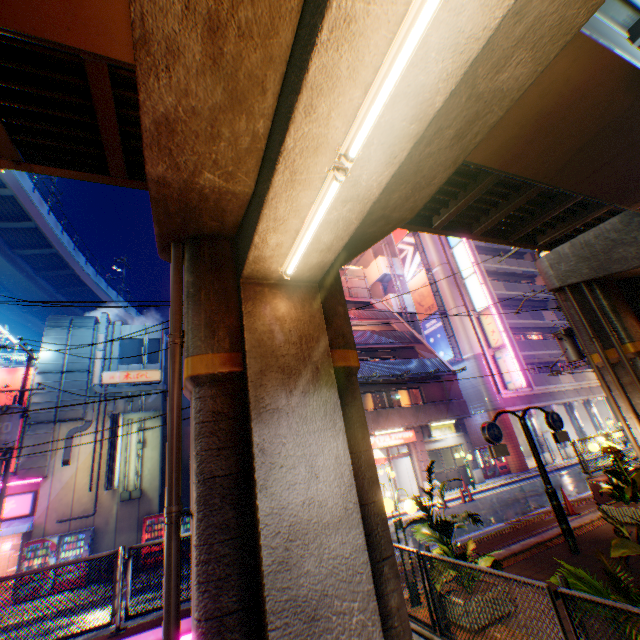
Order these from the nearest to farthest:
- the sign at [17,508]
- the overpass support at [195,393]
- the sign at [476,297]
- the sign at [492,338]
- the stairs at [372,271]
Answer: the overpass support at [195,393] < the sign at [17,508] < the sign at [492,338] < the sign at [476,297] < the stairs at [372,271]

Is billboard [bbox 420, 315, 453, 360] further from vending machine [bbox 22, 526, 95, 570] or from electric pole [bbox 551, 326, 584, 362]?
vending machine [bbox 22, 526, 95, 570]

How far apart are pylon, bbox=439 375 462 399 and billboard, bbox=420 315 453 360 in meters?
3.9

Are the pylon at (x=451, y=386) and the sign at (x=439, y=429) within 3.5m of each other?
yes

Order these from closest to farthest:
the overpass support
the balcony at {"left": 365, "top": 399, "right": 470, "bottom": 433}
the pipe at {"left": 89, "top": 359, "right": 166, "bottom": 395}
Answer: the overpass support
the pipe at {"left": 89, "top": 359, "right": 166, "bottom": 395}
the balcony at {"left": 365, "top": 399, "right": 470, "bottom": 433}

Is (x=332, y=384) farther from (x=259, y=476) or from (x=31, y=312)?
(x=31, y=312)

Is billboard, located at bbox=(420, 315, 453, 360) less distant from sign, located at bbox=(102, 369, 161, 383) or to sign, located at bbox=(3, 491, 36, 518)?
sign, located at bbox=(102, 369, 161, 383)

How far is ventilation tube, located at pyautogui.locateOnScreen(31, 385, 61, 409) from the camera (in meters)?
15.77
